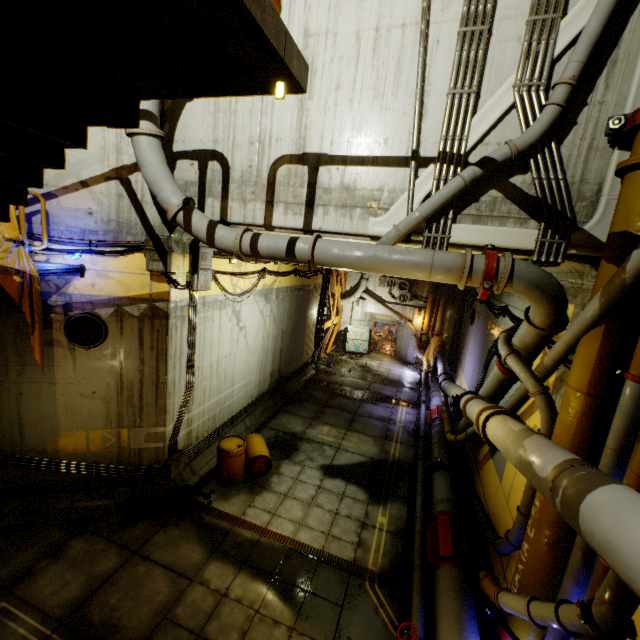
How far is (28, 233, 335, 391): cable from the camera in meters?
6.8

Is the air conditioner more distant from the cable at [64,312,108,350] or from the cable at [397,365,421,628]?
the cable at [64,312,108,350]

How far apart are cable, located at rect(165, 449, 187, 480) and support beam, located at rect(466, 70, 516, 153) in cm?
948

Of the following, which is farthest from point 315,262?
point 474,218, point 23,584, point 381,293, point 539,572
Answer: point 381,293

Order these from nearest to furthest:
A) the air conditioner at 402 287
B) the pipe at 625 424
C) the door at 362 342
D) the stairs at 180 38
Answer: the stairs at 180 38 < the pipe at 625 424 < the air conditioner at 402 287 < the door at 362 342

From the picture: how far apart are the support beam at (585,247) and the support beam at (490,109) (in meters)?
1.50

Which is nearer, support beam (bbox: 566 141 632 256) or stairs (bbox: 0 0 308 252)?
stairs (bbox: 0 0 308 252)

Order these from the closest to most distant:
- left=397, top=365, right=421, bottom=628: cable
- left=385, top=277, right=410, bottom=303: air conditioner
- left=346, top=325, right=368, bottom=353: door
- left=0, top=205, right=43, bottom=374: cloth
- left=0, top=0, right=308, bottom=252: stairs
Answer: left=0, top=0, right=308, bottom=252: stairs
left=0, top=205, right=43, bottom=374: cloth
left=397, top=365, right=421, bottom=628: cable
left=385, top=277, right=410, bottom=303: air conditioner
left=346, top=325, right=368, bottom=353: door
